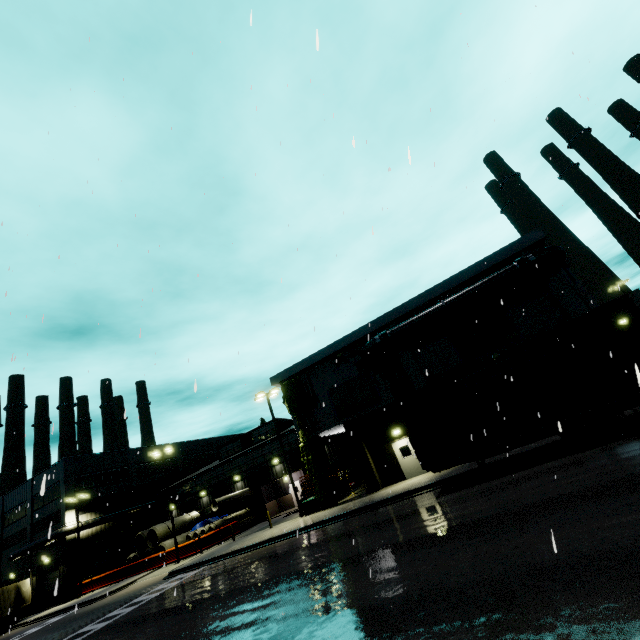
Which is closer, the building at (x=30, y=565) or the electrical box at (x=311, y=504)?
the electrical box at (x=311, y=504)

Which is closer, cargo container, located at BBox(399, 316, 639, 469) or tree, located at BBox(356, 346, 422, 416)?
cargo container, located at BBox(399, 316, 639, 469)

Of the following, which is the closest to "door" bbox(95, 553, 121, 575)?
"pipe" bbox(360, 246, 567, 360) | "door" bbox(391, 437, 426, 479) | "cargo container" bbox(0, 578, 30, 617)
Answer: "cargo container" bbox(0, 578, 30, 617)

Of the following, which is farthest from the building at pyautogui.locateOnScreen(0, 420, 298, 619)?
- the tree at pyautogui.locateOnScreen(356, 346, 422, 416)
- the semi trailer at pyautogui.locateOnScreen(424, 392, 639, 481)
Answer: the semi trailer at pyautogui.locateOnScreen(424, 392, 639, 481)

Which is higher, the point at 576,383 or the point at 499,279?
the point at 499,279

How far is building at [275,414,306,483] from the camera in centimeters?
3475cm

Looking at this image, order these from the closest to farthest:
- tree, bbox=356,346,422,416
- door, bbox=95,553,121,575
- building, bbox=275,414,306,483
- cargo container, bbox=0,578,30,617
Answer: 1. tree, bbox=356,346,422,416
2. cargo container, bbox=0,578,30,617
3. building, bbox=275,414,306,483
4. door, bbox=95,553,121,575

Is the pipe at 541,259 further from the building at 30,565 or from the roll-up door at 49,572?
the roll-up door at 49,572
